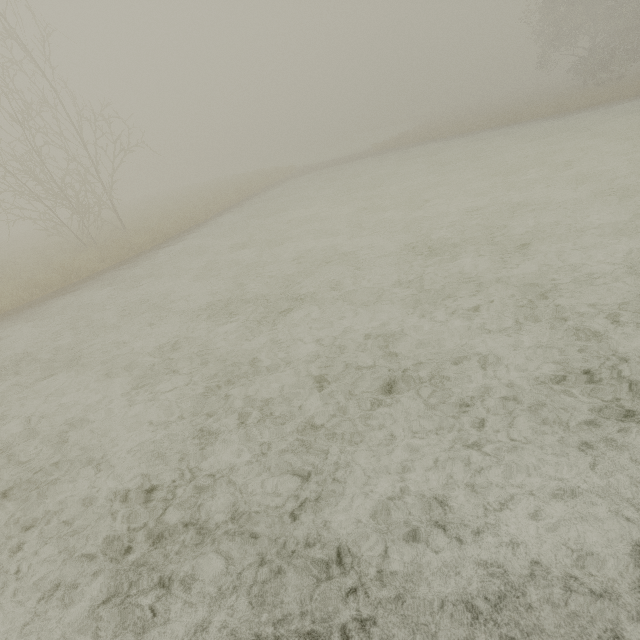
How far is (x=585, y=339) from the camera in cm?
430
